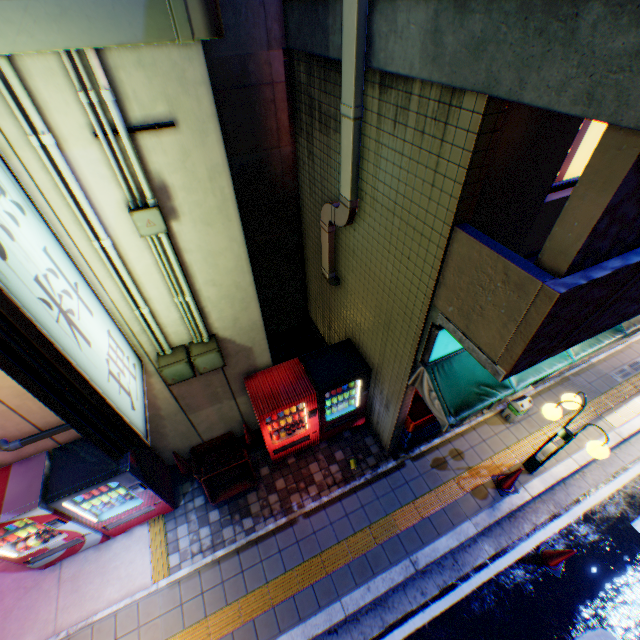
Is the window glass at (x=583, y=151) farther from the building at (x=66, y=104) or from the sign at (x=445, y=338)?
the building at (x=66, y=104)

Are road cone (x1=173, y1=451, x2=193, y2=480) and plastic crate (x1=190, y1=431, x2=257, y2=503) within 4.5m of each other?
yes

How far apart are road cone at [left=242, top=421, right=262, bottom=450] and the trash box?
5.68m

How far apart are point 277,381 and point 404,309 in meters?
2.8 m

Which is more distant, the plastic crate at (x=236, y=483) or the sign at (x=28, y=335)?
the plastic crate at (x=236, y=483)

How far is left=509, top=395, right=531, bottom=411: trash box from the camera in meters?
7.0 m

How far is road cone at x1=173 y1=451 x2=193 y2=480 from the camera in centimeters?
644cm

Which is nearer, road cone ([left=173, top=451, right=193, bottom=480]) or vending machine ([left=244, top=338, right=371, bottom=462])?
vending machine ([left=244, top=338, right=371, bottom=462])
